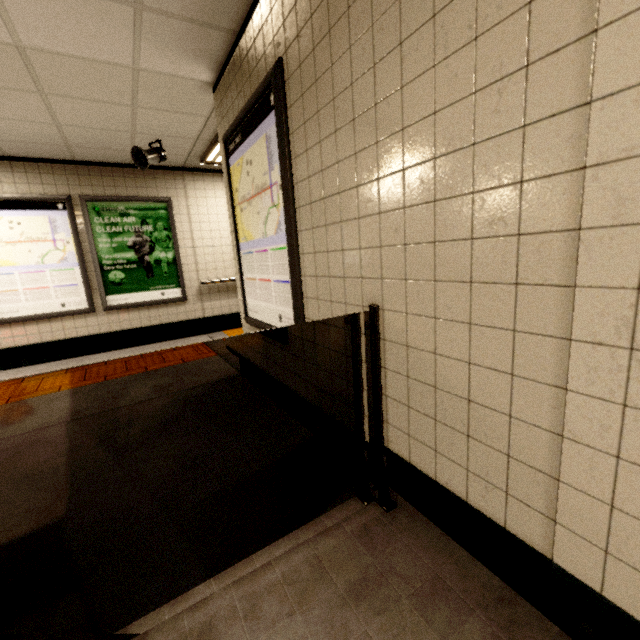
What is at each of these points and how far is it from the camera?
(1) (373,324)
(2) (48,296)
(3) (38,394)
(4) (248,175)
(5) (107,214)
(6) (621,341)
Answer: (1) rolling shutter, 1.54m
(2) sign, 4.84m
(3) groundtactileadastrip, 3.71m
(4) sign, 2.61m
(5) sign, 5.08m
(6) building, 0.77m

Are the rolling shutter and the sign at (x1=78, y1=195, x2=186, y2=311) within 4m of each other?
no

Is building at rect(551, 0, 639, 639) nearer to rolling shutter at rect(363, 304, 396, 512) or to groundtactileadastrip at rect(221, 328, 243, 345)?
rolling shutter at rect(363, 304, 396, 512)

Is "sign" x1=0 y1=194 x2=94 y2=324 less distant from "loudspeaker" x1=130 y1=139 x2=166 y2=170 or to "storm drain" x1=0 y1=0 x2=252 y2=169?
"storm drain" x1=0 y1=0 x2=252 y2=169

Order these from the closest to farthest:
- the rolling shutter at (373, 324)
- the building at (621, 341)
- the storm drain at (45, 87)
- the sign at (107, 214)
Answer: the building at (621, 341) < the rolling shutter at (373, 324) < the storm drain at (45, 87) < the sign at (107, 214)

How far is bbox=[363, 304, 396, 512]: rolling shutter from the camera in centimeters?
153cm

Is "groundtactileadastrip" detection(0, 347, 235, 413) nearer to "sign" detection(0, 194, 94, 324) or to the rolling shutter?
"sign" detection(0, 194, 94, 324)

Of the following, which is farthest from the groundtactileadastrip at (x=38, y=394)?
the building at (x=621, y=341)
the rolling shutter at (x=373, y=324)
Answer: the rolling shutter at (x=373, y=324)
